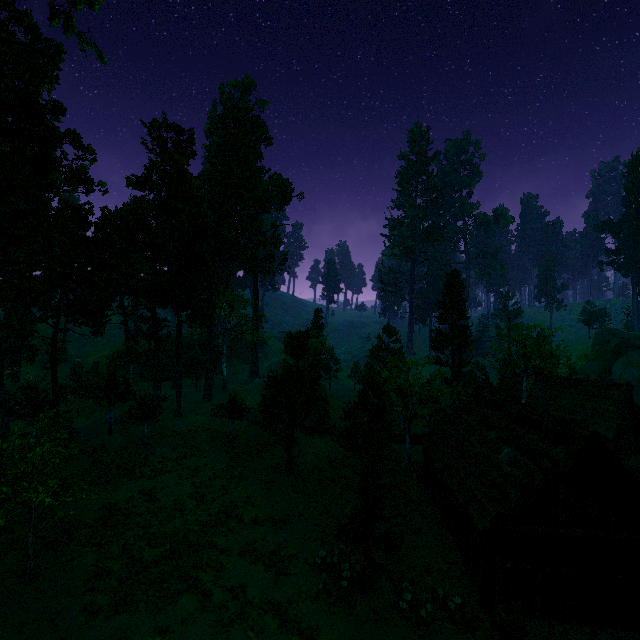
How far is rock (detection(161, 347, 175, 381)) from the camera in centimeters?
5731cm

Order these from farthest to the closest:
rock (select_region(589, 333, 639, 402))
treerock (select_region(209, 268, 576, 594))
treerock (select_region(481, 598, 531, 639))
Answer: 1. rock (select_region(589, 333, 639, 402))
2. treerock (select_region(209, 268, 576, 594))
3. treerock (select_region(481, 598, 531, 639))

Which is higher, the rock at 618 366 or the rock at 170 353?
the rock at 618 366

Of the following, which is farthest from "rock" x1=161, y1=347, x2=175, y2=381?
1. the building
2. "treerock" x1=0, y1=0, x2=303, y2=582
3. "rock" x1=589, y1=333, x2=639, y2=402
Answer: "rock" x1=589, y1=333, x2=639, y2=402

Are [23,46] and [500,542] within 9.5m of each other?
no

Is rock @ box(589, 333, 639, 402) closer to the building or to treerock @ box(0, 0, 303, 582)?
treerock @ box(0, 0, 303, 582)

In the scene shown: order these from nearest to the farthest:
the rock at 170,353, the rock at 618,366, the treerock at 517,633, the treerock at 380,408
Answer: the treerock at 517,633
the treerock at 380,408
the rock at 618,366
the rock at 170,353

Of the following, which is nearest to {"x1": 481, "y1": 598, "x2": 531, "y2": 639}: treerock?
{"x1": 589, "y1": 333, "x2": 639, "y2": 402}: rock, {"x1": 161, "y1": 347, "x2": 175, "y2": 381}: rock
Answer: {"x1": 161, "y1": 347, "x2": 175, "y2": 381}: rock
